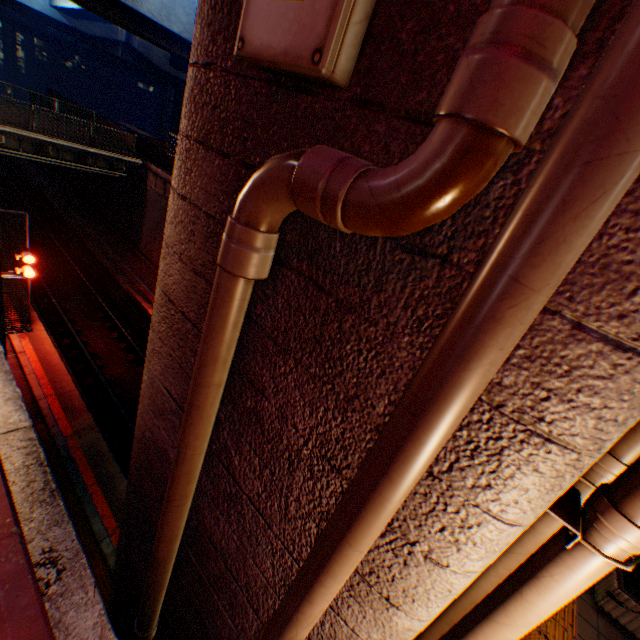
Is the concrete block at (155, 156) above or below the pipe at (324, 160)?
below

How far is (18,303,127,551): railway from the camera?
8.77m

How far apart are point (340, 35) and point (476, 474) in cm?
176

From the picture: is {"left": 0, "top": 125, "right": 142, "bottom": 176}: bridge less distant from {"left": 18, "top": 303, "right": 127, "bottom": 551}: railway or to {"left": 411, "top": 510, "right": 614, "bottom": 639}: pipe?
{"left": 18, "top": 303, "right": 127, "bottom": 551}: railway

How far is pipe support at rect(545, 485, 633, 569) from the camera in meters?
1.3

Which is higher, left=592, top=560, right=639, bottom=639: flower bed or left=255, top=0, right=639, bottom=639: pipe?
left=255, top=0, right=639, bottom=639: pipe

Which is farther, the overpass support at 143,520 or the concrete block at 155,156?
the concrete block at 155,156

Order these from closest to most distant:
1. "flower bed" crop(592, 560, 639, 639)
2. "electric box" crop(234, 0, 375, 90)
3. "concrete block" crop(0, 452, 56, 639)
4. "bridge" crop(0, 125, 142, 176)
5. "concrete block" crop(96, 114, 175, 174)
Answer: "electric box" crop(234, 0, 375, 90), "concrete block" crop(0, 452, 56, 639), "flower bed" crop(592, 560, 639, 639), "bridge" crop(0, 125, 142, 176), "concrete block" crop(96, 114, 175, 174)
